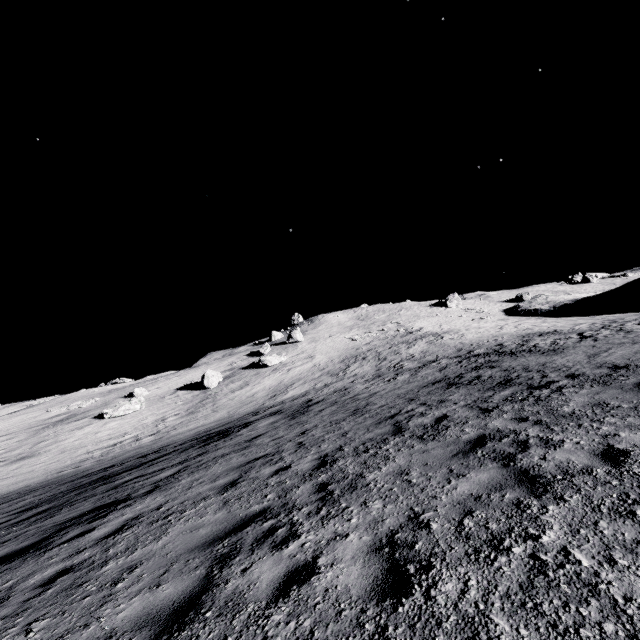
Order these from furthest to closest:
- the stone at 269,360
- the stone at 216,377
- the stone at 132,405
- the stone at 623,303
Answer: the stone at 623,303, the stone at 269,360, the stone at 216,377, the stone at 132,405

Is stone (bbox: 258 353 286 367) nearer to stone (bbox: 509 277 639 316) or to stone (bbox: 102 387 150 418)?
stone (bbox: 102 387 150 418)

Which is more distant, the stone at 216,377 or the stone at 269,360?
the stone at 269,360

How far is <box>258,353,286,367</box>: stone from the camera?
41.0 meters

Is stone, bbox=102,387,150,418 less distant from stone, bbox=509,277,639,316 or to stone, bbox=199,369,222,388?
stone, bbox=199,369,222,388

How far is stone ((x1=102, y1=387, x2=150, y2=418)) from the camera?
32.0m

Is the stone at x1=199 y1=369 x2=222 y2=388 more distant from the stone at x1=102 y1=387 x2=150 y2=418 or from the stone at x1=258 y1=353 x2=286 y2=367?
the stone at x1=102 y1=387 x2=150 y2=418

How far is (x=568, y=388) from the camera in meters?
7.7 m
